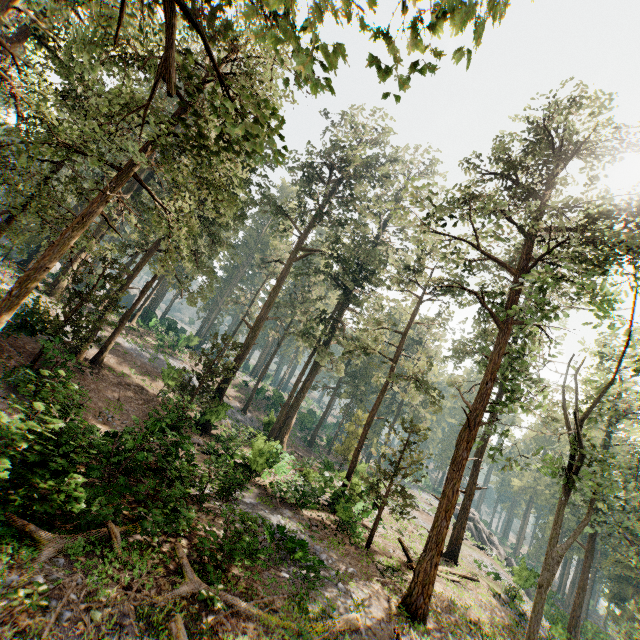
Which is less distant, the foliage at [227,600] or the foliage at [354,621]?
the foliage at [227,600]

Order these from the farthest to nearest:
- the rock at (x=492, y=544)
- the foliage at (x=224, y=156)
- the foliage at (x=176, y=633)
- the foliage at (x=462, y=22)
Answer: the rock at (x=492, y=544)
the foliage at (x=224, y=156)
the foliage at (x=176, y=633)
the foliage at (x=462, y=22)

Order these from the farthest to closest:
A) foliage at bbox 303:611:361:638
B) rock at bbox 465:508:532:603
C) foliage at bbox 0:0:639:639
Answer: rock at bbox 465:508:532:603, foliage at bbox 303:611:361:638, foliage at bbox 0:0:639:639

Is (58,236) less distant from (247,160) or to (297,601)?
(247,160)

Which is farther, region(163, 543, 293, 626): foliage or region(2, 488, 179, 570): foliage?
region(163, 543, 293, 626): foliage
